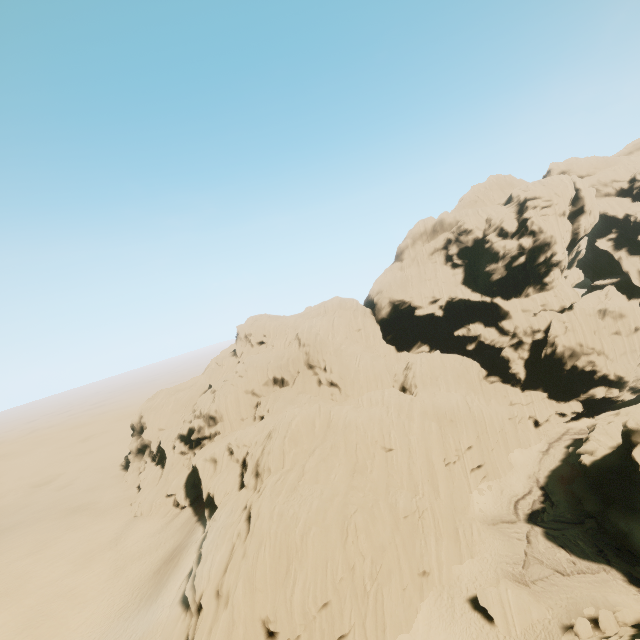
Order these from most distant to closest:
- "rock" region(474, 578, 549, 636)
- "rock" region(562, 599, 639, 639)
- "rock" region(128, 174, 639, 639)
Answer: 1. "rock" region(128, 174, 639, 639)
2. "rock" region(474, 578, 549, 636)
3. "rock" region(562, 599, 639, 639)

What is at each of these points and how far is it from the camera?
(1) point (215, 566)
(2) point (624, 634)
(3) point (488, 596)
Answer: (1) rock, 27.8m
(2) rock, 19.3m
(3) rock, 26.5m

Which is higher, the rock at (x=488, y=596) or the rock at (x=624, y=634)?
the rock at (x=624, y=634)

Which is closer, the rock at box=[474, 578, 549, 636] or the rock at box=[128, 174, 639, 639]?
the rock at box=[474, 578, 549, 636]

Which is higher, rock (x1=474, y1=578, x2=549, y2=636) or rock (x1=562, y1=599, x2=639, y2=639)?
rock (x1=562, y1=599, x2=639, y2=639)
